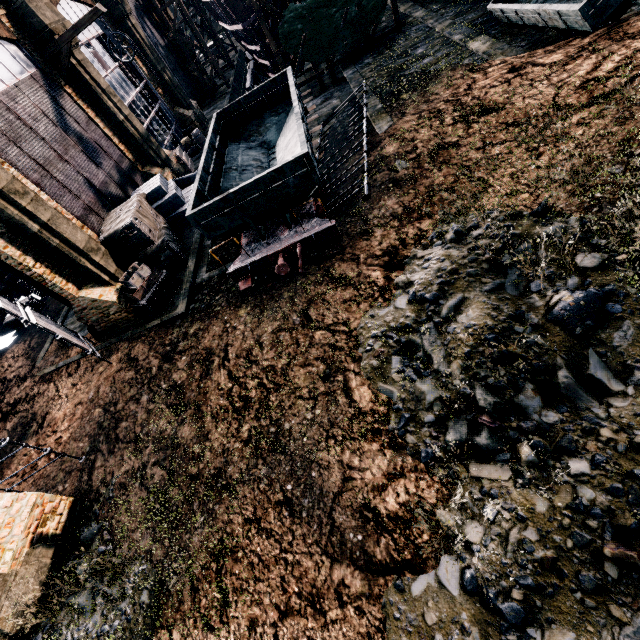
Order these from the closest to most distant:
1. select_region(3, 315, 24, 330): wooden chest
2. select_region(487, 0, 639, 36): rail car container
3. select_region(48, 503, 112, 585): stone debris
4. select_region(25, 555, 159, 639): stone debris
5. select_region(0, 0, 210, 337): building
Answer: select_region(25, 555, 159, 639): stone debris
select_region(48, 503, 112, 585): stone debris
select_region(487, 0, 639, 36): rail car container
select_region(0, 0, 210, 337): building
select_region(3, 315, 24, 330): wooden chest

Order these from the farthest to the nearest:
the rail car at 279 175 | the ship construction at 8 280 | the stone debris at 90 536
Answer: the ship construction at 8 280, the rail car at 279 175, the stone debris at 90 536

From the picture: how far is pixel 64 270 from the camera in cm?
1410

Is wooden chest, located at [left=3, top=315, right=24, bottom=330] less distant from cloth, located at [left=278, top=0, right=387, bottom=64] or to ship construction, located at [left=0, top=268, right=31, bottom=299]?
ship construction, located at [left=0, top=268, right=31, bottom=299]

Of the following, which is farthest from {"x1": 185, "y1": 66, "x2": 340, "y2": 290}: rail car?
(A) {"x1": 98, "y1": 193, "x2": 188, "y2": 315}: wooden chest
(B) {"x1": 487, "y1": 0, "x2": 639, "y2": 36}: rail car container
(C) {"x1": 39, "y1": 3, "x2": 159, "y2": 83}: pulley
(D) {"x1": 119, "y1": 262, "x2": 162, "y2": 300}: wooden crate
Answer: (B) {"x1": 487, "y1": 0, "x2": 639, "y2": 36}: rail car container

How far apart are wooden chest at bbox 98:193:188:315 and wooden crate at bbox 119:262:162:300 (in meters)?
0.50

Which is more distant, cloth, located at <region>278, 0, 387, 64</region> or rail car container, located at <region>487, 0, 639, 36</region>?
cloth, located at <region>278, 0, 387, 64</region>

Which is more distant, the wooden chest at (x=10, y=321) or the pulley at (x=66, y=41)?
the wooden chest at (x=10, y=321)
